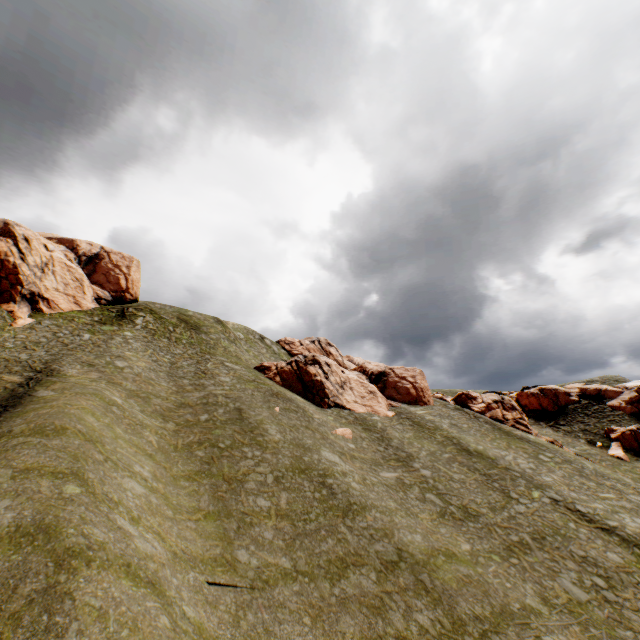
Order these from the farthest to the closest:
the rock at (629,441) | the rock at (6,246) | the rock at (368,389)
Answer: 1. the rock at (629,441)
2. the rock at (368,389)
3. the rock at (6,246)

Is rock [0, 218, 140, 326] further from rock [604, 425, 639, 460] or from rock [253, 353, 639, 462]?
rock [253, 353, 639, 462]

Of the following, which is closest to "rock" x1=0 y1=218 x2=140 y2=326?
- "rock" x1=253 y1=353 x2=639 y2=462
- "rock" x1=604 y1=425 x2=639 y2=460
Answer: "rock" x1=604 y1=425 x2=639 y2=460

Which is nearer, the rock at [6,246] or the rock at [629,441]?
the rock at [6,246]

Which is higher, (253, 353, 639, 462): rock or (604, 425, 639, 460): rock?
(253, 353, 639, 462): rock

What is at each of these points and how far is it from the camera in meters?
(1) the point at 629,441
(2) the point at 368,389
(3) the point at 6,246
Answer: (1) rock, 42.0
(2) rock, 42.8
(3) rock, 36.1

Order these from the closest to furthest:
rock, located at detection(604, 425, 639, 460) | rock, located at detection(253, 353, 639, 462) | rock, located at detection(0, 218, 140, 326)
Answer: rock, located at detection(0, 218, 140, 326) < rock, located at detection(253, 353, 639, 462) < rock, located at detection(604, 425, 639, 460)
